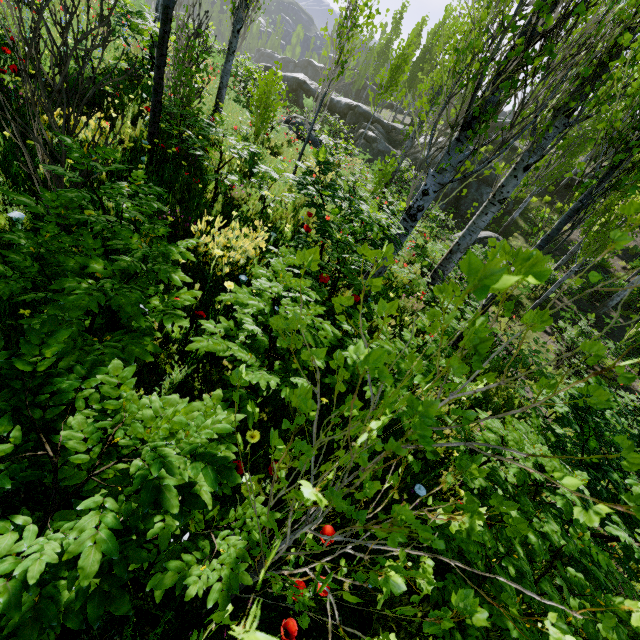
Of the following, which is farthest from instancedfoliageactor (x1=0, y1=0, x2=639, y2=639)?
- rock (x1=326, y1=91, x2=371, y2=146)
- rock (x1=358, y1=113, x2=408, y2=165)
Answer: rock (x1=326, y1=91, x2=371, y2=146)

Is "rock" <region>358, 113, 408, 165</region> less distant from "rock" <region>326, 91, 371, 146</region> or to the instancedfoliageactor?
"rock" <region>326, 91, 371, 146</region>

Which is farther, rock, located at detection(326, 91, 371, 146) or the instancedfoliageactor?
rock, located at detection(326, 91, 371, 146)

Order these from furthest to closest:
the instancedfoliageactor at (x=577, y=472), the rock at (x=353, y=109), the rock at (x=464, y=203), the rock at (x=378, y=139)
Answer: the rock at (x=353, y=109) → the rock at (x=378, y=139) → the rock at (x=464, y=203) → the instancedfoliageactor at (x=577, y=472)

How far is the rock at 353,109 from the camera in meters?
26.5

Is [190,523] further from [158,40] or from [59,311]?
[158,40]

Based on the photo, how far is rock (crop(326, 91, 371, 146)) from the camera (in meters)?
26.45
